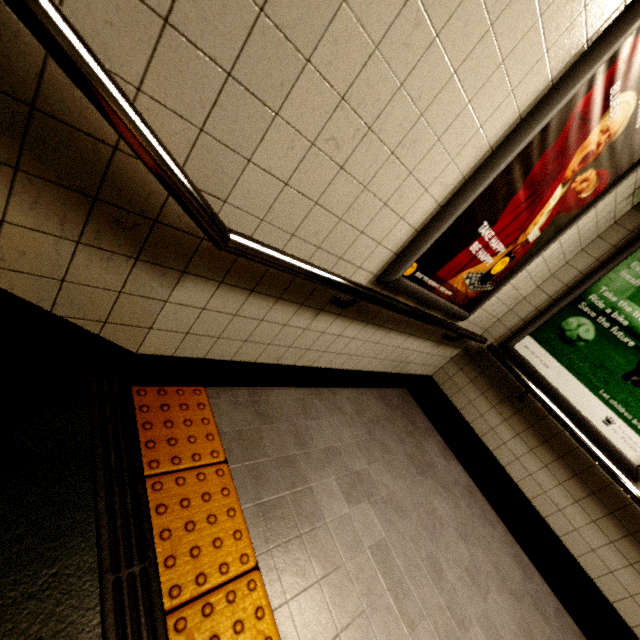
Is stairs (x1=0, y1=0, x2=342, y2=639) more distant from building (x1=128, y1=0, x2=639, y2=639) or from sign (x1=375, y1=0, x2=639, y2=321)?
sign (x1=375, y1=0, x2=639, y2=321)

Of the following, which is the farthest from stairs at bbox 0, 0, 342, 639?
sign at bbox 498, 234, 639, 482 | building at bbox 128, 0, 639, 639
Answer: sign at bbox 498, 234, 639, 482

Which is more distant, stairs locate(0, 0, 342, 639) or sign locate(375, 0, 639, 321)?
sign locate(375, 0, 639, 321)

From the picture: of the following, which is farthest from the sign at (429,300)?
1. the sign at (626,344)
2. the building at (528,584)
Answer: the sign at (626,344)

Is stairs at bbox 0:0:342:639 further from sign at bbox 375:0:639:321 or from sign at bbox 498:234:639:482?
sign at bbox 498:234:639:482

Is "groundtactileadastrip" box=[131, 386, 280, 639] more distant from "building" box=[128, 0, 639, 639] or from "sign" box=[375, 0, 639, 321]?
"sign" box=[375, 0, 639, 321]

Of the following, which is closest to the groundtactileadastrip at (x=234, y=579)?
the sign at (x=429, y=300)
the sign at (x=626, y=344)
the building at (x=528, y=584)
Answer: the building at (x=528, y=584)

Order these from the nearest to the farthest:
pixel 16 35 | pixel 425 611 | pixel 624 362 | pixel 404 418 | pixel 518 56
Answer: pixel 16 35
pixel 518 56
pixel 425 611
pixel 624 362
pixel 404 418
